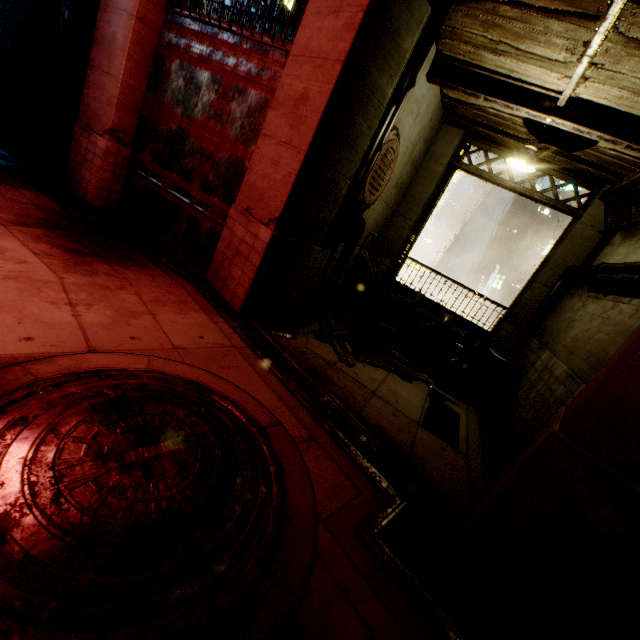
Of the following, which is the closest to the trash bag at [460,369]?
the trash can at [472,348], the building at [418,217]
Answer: the trash can at [472,348]

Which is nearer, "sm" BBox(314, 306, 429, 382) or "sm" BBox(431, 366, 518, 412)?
"sm" BBox(314, 306, 429, 382)

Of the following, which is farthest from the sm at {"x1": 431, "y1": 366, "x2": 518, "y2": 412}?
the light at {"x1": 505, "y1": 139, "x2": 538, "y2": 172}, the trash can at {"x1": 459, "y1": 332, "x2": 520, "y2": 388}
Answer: the light at {"x1": 505, "y1": 139, "x2": 538, "y2": 172}

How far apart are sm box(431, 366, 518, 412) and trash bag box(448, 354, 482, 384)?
0.3m

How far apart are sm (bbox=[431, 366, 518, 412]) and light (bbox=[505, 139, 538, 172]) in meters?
4.5

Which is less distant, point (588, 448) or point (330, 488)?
point (588, 448)

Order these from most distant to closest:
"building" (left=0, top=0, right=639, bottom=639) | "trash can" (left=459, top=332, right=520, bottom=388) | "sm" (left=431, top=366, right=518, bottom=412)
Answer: "trash can" (left=459, top=332, right=520, bottom=388)
"sm" (left=431, top=366, right=518, bottom=412)
"building" (left=0, top=0, right=639, bottom=639)

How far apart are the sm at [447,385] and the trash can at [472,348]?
0.1 meters
